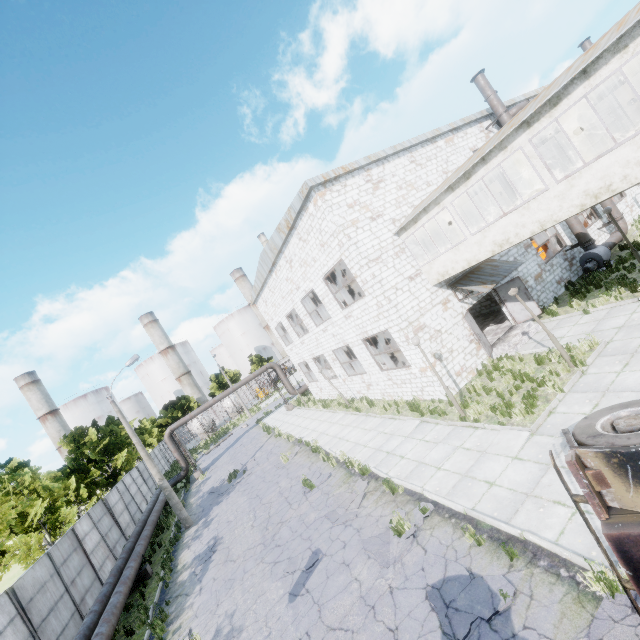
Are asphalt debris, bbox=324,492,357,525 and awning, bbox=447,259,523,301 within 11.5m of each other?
yes

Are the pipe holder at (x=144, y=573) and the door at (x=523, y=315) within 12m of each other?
no

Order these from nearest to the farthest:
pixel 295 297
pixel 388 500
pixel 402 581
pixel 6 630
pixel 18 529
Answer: pixel 402 581, pixel 388 500, pixel 6 630, pixel 18 529, pixel 295 297

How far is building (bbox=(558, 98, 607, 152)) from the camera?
10.5 meters

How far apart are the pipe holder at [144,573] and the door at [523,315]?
21.6 meters

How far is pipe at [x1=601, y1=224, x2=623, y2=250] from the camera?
18.4 meters

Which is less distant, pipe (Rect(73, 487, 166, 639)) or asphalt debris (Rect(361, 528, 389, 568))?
asphalt debris (Rect(361, 528, 389, 568))

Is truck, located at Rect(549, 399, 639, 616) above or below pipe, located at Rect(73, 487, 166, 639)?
above
